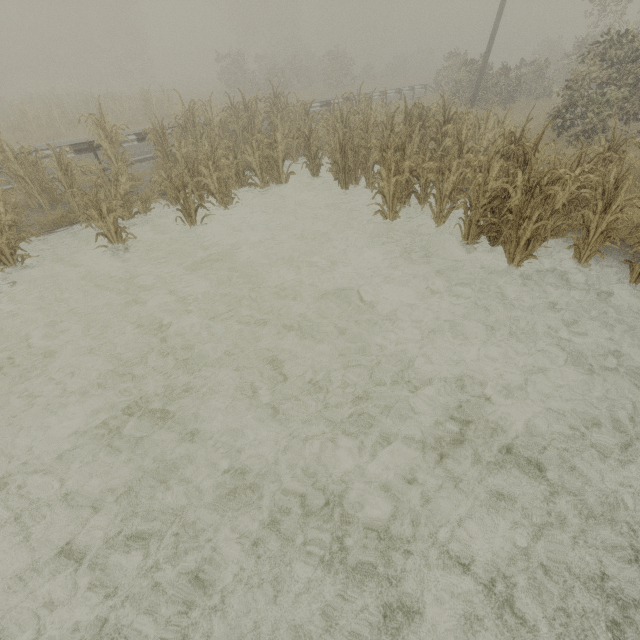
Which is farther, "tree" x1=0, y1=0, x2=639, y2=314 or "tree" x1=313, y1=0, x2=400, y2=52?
"tree" x1=313, y1=0, x2=400, y2=52

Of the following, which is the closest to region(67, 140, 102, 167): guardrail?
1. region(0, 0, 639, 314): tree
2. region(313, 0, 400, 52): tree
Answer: region(0, 0, 639, 314): tree

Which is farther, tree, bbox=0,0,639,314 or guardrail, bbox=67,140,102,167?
guardrail, bbox=67,140,102,167

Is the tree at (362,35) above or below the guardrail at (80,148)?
above

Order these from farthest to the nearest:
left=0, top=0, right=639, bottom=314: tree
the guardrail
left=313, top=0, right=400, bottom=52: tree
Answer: left=313, top=0, right=400, bottom=52: tree
the guardrail
left=0, top=0, right=639, bottom=314: tree

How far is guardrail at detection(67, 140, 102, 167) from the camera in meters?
9.7

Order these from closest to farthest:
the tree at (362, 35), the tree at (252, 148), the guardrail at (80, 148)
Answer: the tree at (252, 148)
the guardrail at (80, 148)
the tree at (362, 35)

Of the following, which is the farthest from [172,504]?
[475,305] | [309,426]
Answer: [475,305]
